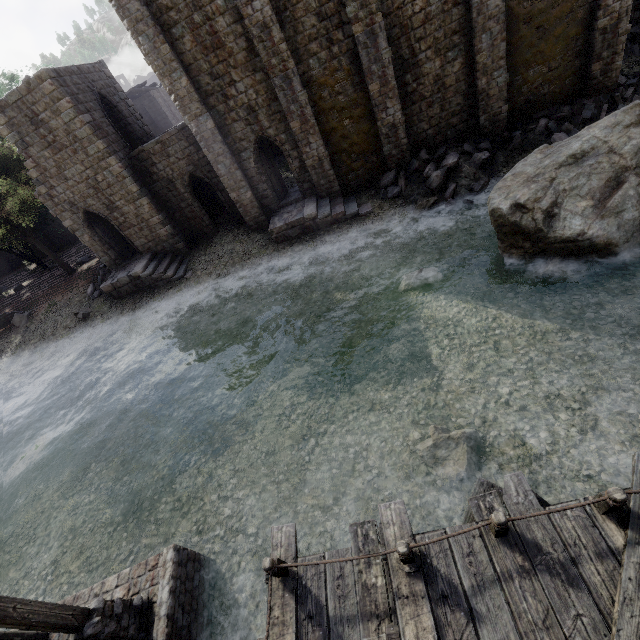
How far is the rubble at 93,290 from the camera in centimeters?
2259cm

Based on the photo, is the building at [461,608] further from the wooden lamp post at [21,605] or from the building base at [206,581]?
the wooden lamp post at [21,605]

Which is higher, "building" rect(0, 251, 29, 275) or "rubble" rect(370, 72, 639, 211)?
"building" rect(0, 251, 29, 275)

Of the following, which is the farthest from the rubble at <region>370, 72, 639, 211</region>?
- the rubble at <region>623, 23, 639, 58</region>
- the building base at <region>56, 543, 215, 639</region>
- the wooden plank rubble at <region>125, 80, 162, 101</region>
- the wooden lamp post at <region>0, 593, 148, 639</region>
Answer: the wooden plank rubble at <region>125, 80, 162, 101</region>

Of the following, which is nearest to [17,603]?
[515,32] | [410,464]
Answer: [410,464]

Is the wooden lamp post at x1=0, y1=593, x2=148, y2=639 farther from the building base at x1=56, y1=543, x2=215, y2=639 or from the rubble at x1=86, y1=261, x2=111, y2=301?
the rubble at x1=86, y1=261, x2=111, y2=301

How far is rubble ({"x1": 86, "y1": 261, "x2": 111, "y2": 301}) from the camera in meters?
22.6

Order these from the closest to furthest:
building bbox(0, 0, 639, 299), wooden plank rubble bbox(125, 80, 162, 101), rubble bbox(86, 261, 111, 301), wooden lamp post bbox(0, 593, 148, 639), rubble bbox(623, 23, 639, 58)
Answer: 1. wooden lamp post bbox(0, 593, 148, 639)
2. building bbox(0, 0, 639, 299)
3. rubble bbox(623, 23, 639, 58)
4. rubble bbox(86, 261, 111, 301)
5. wooden plank rubble bbox(125, 80, 162, 101)
